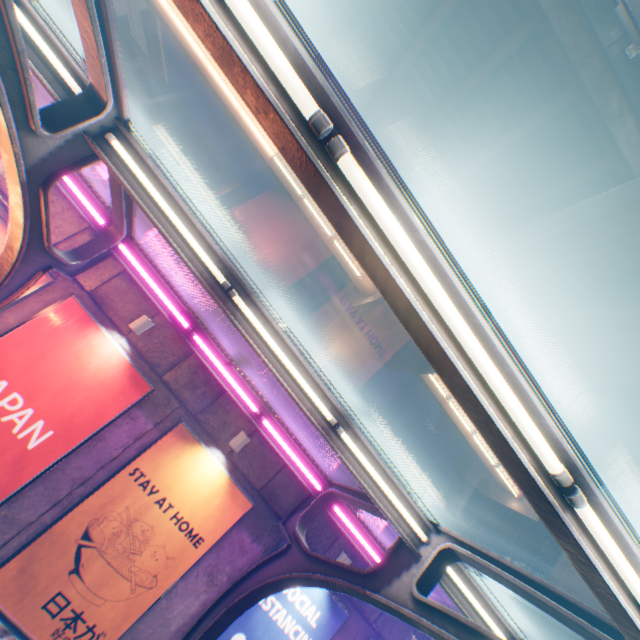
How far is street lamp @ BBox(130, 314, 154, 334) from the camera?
6.9 meters

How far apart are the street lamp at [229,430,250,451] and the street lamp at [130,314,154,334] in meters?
3.2

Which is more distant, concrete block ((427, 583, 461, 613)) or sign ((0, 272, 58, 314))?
concrete block ((427, 583, 461, 613))

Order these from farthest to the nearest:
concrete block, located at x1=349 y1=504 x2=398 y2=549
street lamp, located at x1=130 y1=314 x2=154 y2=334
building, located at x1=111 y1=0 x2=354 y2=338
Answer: building, located at x1=111 y1=0 x2=354 y2=338
concrete block, located at x1=349 y1=504 x2=398 y2=549
street lamp, located at x1=130 y1=314 x2=154 y2=334

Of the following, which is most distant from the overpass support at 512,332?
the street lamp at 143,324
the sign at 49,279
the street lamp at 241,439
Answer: the sign at 49,279

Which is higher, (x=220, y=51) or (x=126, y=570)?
(x=220, y=51)

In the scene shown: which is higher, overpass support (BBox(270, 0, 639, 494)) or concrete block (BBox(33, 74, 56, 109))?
overpass support (BBox(270, 0, 639, 494))

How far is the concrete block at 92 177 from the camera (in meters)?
7.30
